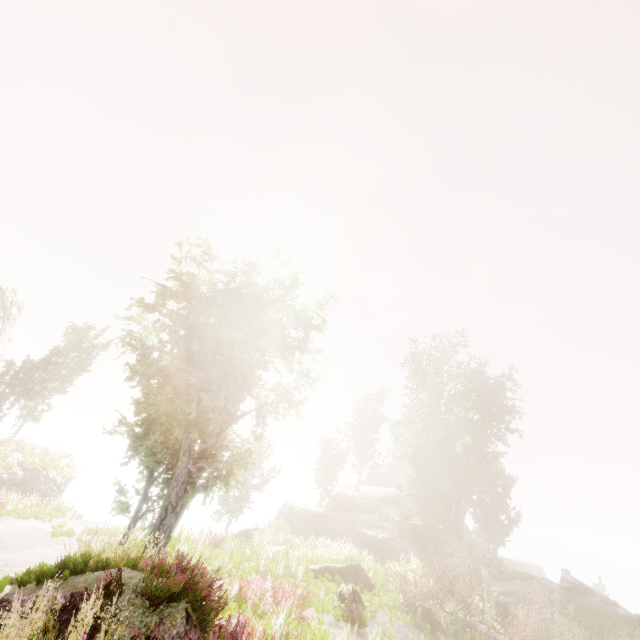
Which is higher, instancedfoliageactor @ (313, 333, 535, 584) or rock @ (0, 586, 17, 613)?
instancedfoliageactor @ (313, 333, 535, 584)

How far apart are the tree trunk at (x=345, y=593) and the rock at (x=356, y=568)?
3.48m

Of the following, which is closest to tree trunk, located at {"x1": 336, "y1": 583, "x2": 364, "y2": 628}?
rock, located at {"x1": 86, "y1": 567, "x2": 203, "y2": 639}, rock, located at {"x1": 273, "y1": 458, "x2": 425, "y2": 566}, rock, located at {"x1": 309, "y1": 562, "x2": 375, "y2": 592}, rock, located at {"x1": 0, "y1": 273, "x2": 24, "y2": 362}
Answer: rock, located at {"x1": 309, "y1": 562, "x2": 375, "y2": 592}

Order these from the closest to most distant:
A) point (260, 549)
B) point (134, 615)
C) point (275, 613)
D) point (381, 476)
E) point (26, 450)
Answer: point (134, 615), point (275, 613), point (260, 549), point (26, 450), point (381, 476)

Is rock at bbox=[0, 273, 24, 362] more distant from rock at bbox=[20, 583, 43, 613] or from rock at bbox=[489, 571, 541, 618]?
rock at bbox=[489, 571, 541, 618]

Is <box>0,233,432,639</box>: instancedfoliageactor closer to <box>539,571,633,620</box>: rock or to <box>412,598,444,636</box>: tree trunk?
<box>539,571,633,620</box>: rock

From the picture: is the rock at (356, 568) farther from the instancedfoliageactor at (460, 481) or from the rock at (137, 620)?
the rock at (137, 620)

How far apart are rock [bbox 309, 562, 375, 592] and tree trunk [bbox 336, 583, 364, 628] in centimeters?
348cm
